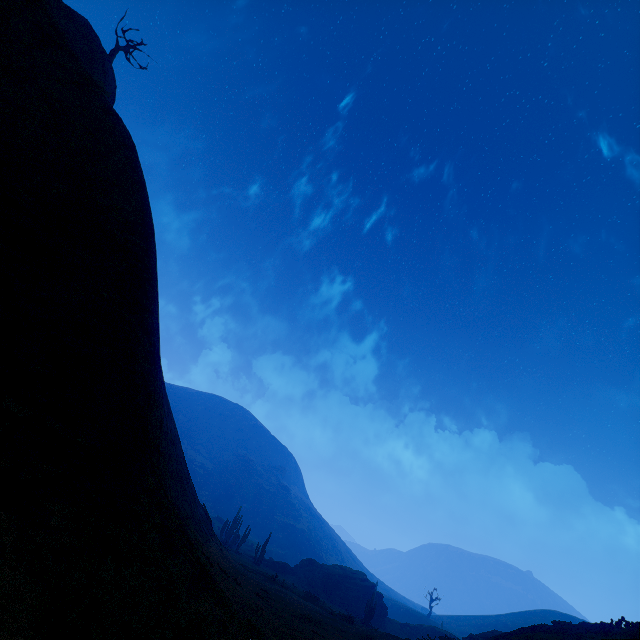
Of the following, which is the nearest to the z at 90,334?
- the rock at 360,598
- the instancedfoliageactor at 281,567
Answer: the instancedfoliageactor at 281,567

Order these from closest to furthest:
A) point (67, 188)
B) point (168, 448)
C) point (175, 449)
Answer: point (67, 188), point (168, 448), point (175, 449)

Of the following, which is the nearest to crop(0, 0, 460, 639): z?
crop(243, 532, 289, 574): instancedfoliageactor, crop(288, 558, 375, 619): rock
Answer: crop(243, 532, 289, 574): instancedfoliageactor

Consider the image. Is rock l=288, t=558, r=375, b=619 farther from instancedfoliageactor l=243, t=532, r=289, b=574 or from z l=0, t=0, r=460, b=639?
z l=0, t=0, r=460, b=639

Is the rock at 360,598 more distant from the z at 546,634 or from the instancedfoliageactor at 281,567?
the z at 546,634
